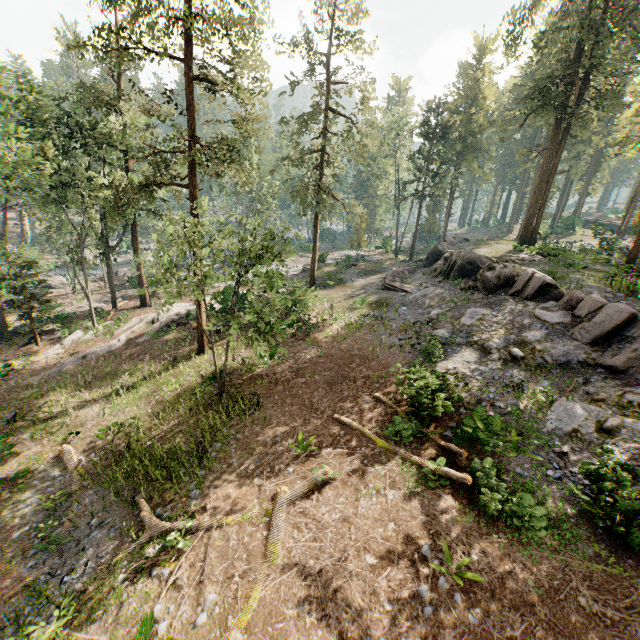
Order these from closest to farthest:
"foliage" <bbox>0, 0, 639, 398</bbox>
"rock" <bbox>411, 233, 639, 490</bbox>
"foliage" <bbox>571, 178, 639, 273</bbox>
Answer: "rock" <bbox>411, 233, 639, 490</bbox> < "foliage" <bbox>0, 0, 639, 398</bbox> < "foliage" <bbox>571, 178, 639, 273</bbox>

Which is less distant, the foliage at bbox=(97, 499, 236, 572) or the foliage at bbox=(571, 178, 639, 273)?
the foliage at bbox=(97, 499, 236, 572)

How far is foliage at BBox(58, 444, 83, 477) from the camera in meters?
13.9

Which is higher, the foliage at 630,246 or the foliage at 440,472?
the foliage at 630,246

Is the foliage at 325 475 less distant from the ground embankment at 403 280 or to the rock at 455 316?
the rock at 455 316

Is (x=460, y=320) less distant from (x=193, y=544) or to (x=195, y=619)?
(x=193, y=544)

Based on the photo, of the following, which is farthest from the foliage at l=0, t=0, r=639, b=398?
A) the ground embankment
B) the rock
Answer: the ground embankment
